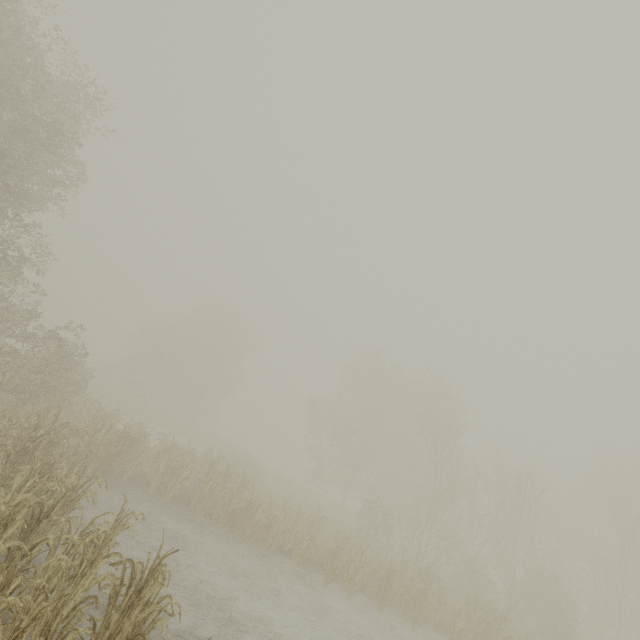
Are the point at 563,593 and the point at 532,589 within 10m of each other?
yes
